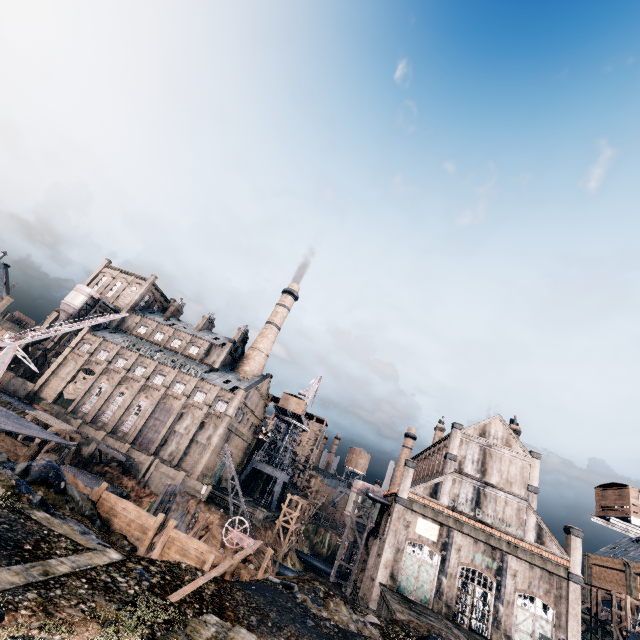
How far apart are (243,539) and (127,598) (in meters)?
19.53

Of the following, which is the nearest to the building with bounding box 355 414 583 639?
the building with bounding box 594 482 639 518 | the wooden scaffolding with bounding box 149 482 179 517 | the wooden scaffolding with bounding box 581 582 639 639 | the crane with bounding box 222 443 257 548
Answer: the crane with bounding box 222 443 257 548

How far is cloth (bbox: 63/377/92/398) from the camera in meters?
58.2 m

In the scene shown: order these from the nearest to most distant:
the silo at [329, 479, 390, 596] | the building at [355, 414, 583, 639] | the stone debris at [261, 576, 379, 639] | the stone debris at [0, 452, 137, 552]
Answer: the stone debris at [0, 452, 137, 552] → the stone debris at [261, 576, 379, 639] → the building at [355, 414, 583, 639] → the silo at [329, 479, 390, 596]

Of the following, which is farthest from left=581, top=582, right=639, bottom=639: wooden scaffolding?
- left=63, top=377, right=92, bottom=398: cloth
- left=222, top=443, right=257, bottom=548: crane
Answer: left=63, top=377, right=92, bottom=398: cloth

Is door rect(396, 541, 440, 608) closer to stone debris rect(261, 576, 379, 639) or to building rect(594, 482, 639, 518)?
building rect(594, 482, 639, 518)

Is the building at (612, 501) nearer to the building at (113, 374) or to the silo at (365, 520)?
the building at (113, 374)

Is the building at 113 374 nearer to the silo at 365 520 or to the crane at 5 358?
the silo at 365 520
